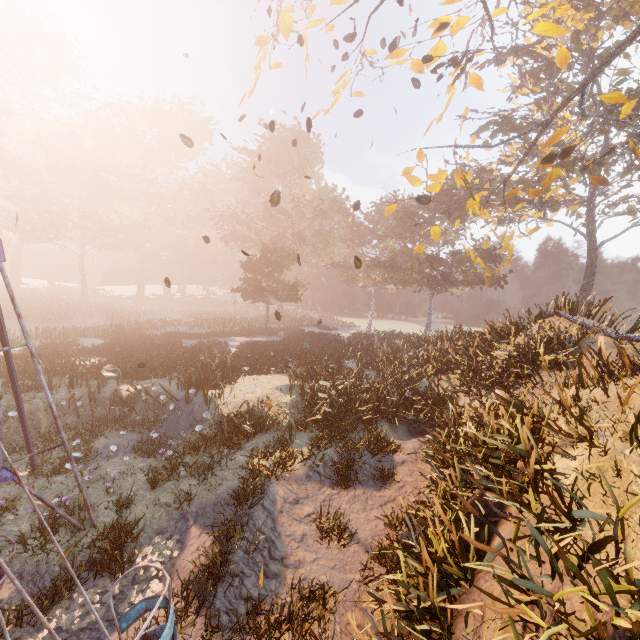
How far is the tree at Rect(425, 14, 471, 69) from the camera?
10.62m

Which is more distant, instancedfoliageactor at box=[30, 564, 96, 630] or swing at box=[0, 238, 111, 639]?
instancedfoliageactor at box=[30, 564, 96, 630]

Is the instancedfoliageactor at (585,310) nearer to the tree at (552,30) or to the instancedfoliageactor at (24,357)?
the tree at (552,30)

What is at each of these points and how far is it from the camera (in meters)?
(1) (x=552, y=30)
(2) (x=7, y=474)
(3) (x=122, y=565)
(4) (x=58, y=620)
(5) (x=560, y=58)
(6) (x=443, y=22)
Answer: (1) tree, 10.23
(2) swing, 6.30
(3) instancedfoliageactor, 6.30
(4) instancedfoliageactor, 5.40
(5) tree, 11.04
(6) tree, 10.74

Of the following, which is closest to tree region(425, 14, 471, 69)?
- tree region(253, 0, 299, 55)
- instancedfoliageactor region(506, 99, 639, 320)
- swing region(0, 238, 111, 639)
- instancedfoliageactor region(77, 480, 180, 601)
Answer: tree region(253, 0, 299, 55)

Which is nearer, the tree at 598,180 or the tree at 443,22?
the tree at 598,180

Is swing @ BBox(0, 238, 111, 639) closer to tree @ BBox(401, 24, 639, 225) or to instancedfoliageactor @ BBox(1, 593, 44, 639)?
instancedfoliageactor @ BBox(1, 593, 44, 639)

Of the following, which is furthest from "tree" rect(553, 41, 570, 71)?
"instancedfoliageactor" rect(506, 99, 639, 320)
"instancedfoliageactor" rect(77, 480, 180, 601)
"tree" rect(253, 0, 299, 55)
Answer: "instancedfoliageactor" rect(77, 480, 180, 601)
